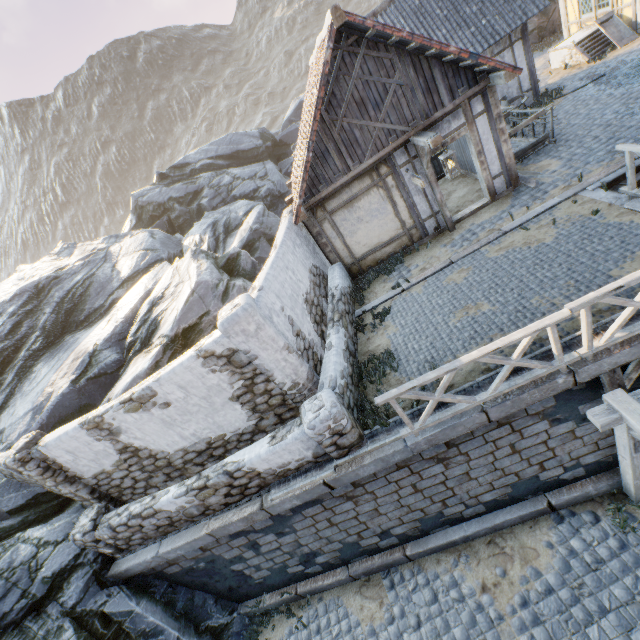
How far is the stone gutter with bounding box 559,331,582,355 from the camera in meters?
5.1 m

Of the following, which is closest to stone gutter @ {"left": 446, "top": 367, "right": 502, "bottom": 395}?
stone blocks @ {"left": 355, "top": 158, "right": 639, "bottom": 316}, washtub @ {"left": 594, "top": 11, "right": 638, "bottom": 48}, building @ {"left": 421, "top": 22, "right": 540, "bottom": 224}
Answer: stone blocks @ {"left": 355, "top": 158, "right": 639, "bottom": 316}

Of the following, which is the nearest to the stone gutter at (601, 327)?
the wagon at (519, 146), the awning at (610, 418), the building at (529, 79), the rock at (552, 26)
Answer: the awning at (610, 418)

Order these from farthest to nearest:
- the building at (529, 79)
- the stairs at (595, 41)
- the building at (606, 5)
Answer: the stairs at (595, 41) < the building at (606, 5) < the building at (529, 79)

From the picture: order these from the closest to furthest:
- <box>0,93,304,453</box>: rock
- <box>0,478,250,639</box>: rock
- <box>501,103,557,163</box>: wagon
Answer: <box>0,478,250,639</box>: rock
<box>501,103,557,163</box>: wagon
<box>0,93,304,453</box>: rock

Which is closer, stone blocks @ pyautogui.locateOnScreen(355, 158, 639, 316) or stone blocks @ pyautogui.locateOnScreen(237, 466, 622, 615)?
stone blocks @ pyautogui.locateOnScreen(237, 466, 622, 615)

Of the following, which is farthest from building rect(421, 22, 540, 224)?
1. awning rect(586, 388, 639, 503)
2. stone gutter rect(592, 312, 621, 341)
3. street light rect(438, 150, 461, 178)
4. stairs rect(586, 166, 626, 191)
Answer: awning rect(586, 388, 639, 503)

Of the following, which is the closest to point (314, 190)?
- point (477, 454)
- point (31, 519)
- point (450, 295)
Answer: point (450, 295)
